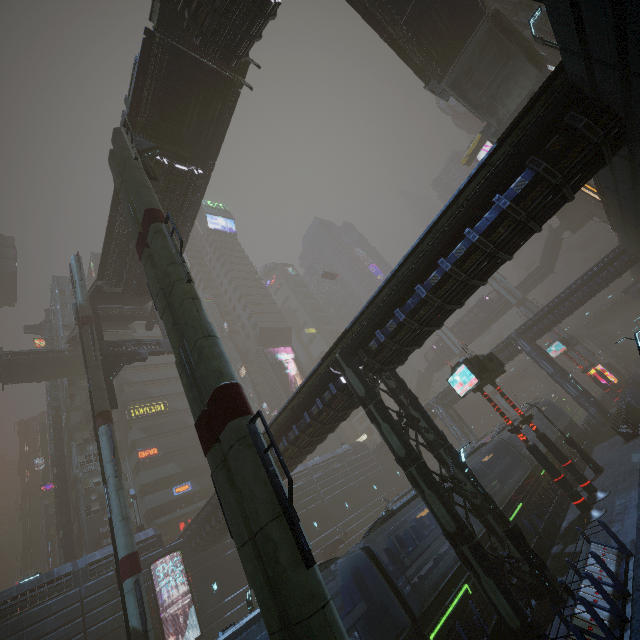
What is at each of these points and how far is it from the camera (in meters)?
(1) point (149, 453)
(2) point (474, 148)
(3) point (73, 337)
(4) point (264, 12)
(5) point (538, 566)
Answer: (1) sign, 42.03
(2) taxi, 40.44
(3) stairs, 36.50
(4) bridge, 15.84
(5) street light, 11.76

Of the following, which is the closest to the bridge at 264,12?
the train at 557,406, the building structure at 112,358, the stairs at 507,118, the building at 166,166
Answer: the building at 166,166

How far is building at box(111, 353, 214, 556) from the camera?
38.8m

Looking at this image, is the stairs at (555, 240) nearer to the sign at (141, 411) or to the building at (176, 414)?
the building at (176, 414)

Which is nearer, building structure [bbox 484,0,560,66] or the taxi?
building structure [bbox 484,0,560,66]

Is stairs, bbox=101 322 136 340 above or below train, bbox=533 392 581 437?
above

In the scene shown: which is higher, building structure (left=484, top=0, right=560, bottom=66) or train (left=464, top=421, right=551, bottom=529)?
building structure (left=484, top=0, right=560, bottom=66)

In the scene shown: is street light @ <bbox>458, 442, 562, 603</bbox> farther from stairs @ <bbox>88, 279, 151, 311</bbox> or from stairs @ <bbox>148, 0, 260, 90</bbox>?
stairs @ <bbox>88, 279, 151, 311</bbox>
